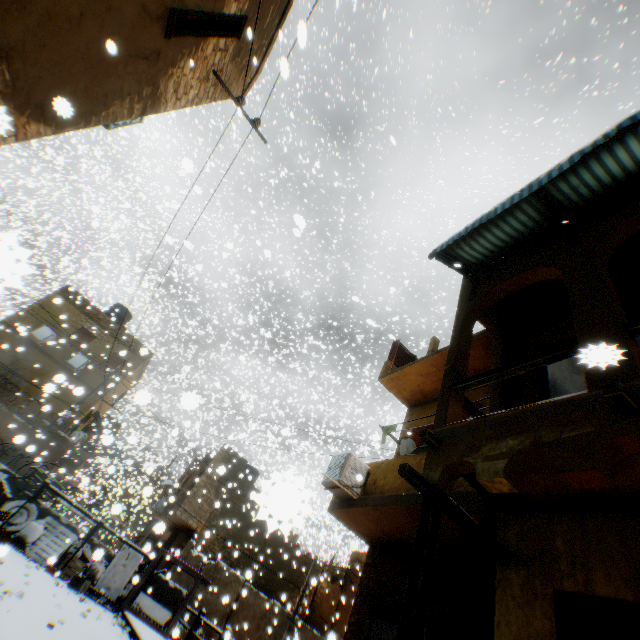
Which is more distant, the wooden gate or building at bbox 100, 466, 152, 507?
building at bbox 100, 466, 152, 507

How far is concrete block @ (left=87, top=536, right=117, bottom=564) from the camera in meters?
5.5 m

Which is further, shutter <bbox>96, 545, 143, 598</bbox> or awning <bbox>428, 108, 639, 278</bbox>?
shutter <bbox>96, 545, 143, 598</bbox>

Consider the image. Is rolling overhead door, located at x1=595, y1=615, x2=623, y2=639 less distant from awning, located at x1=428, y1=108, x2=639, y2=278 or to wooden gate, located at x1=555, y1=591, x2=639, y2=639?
wooden gate, located at x1=555, y1=591, x2=639, y2=639

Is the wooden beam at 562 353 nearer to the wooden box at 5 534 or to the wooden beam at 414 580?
the wooden beam at 414 580

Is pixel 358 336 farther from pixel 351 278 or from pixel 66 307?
pixel 351 278

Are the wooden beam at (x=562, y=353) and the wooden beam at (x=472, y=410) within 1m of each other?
yes

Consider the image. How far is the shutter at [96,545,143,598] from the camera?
10.34m
